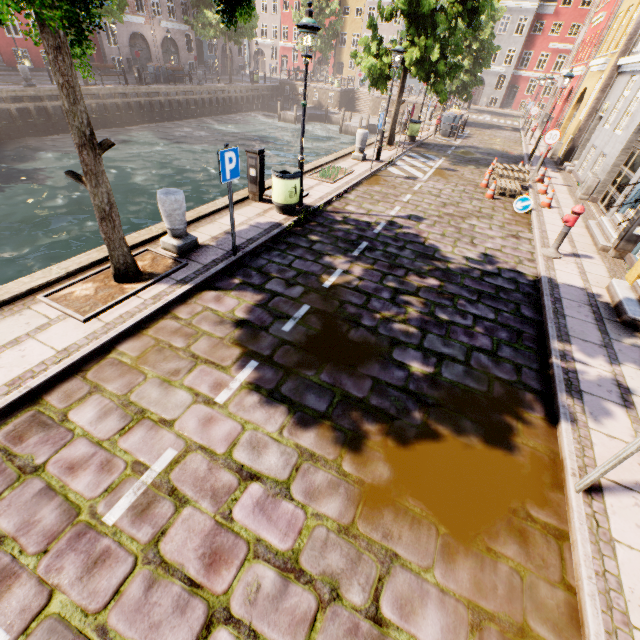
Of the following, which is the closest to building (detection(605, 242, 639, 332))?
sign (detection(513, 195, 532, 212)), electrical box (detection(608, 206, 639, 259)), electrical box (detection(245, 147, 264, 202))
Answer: electrical box (detection(245, 147, 264, 202))

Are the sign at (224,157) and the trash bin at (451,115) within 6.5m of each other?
no

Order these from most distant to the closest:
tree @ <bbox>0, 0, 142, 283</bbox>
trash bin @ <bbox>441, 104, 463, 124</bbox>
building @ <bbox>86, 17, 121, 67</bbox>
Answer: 1. building @ <bbox>86, 17, 121, 67</bbox>
2. trash bin @ <bbox>441, 104, 463, 124</bbox>
3. tree @ <bbox>0, 0, 142, 283</bbox>

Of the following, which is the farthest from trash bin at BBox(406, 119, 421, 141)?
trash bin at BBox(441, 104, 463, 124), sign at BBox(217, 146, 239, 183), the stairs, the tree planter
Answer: the stairs

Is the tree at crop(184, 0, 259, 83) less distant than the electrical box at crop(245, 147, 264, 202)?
Yes

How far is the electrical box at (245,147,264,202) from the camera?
8.0 meters

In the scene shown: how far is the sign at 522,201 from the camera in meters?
10.4

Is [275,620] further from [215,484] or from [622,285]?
[622,285]
